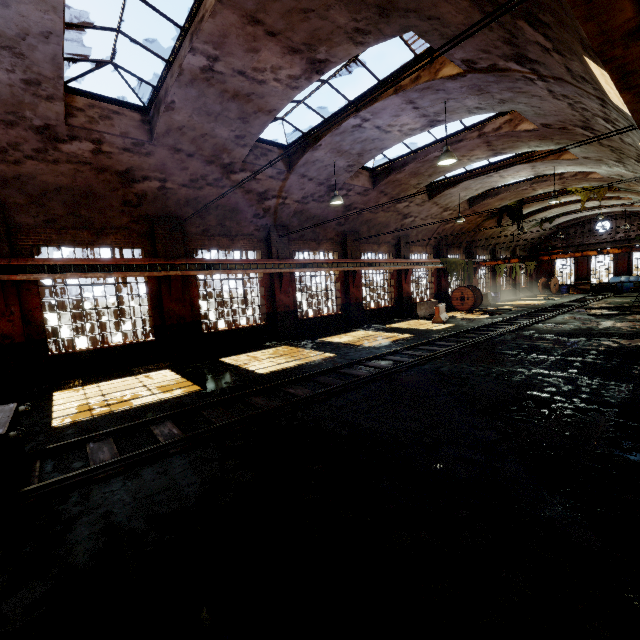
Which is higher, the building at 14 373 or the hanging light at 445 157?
the hanging light at 445 157

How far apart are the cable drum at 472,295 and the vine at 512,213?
5.49m

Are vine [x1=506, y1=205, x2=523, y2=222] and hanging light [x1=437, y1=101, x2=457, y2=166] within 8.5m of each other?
no

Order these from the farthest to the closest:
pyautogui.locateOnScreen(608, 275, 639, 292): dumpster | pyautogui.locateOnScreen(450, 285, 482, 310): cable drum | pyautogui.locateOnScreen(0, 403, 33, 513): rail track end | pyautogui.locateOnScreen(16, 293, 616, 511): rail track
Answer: pyautogui.locateOnScreen(608, 275, 639, 292): dumpster < pyautogui.locateOnScreen(450, 285, 482, 310): cable drum < pyautogui.locateOnScreen(16, 293, 616, 511): rail track < pyautogui.locateOnScreen(0, 403, 33, 513): rail track end

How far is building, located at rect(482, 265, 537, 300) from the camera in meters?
31.2 m

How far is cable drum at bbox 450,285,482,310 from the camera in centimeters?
2350cm

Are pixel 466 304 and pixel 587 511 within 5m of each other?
no

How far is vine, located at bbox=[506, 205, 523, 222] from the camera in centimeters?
2402cm
